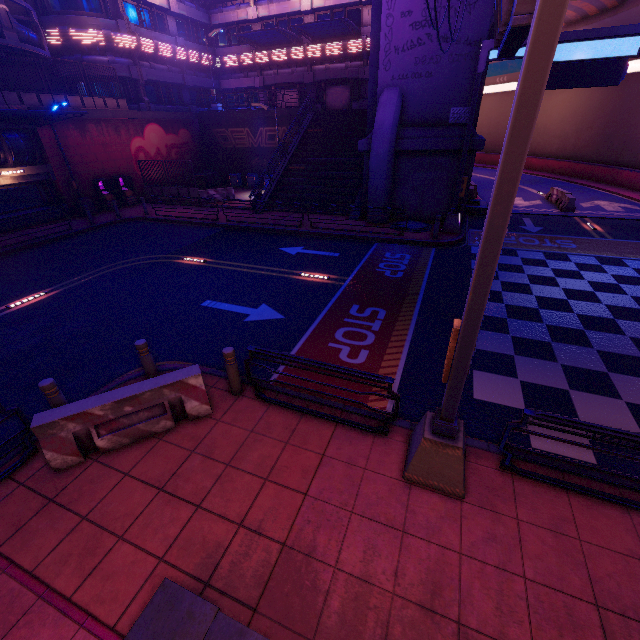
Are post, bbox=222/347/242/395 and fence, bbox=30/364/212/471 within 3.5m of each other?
yes

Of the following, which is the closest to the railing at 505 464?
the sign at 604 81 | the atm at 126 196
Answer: the sign at 604 81

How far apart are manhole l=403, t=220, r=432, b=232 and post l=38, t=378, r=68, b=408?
14.56m

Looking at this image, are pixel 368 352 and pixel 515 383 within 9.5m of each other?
yes

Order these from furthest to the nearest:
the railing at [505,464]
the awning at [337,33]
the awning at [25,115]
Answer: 1. the awning at [337,33]
2. the awning at [25,115]
3. the railing at [505,464]

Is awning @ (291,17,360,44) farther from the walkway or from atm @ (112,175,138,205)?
the walkway

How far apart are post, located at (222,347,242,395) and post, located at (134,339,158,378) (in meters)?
1.59

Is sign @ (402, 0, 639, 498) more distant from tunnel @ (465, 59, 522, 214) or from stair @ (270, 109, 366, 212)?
stair @ (270, 109, 366, 212)
